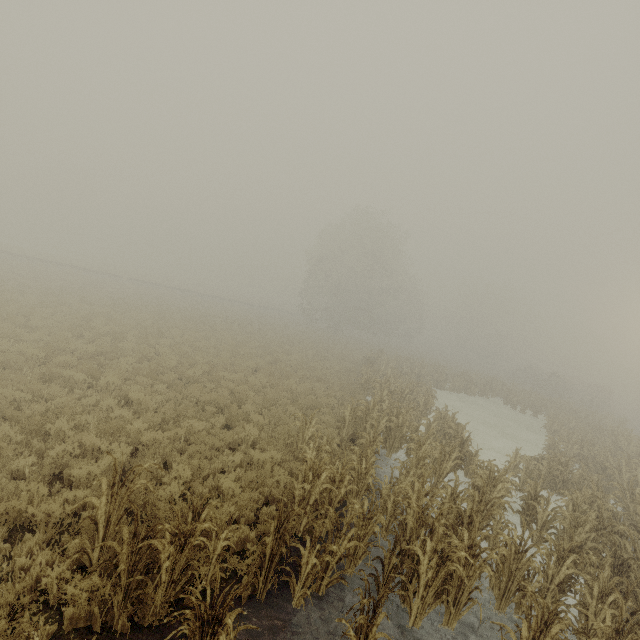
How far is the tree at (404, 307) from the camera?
39.41m

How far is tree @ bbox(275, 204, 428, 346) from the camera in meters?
39.4 m

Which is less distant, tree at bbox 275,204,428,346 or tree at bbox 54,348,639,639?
tree at bbox 54,348,639,639

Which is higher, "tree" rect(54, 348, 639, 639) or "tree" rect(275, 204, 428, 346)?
"tree" rect(275, 204, 428, 346)

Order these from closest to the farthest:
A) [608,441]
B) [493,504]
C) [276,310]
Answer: [493,504] < [608,441] < [276,310]

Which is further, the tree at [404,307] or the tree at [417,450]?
the tree at [404,307]
